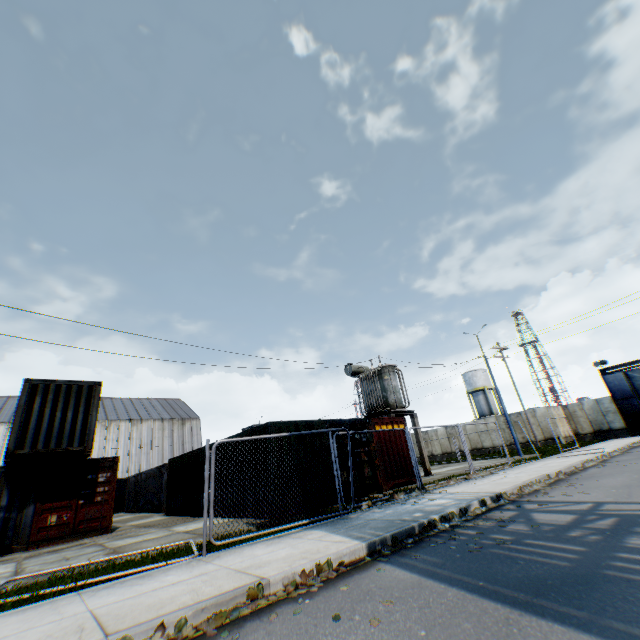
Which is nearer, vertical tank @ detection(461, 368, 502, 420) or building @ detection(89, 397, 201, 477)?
building @ detection(89, 397, 201, 477)

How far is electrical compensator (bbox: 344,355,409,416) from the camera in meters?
19.2

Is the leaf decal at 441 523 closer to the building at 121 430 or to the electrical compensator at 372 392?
the electrical compensator at 372 392

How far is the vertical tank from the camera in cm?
5153

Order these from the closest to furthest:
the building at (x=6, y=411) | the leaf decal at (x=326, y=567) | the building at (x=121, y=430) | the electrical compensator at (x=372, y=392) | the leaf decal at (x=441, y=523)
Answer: the leaf decal at (x=326, y=567) → the leaf decal at (x=441, y=523) → the electrical compensator at (x=372, y=392) → the building at (x=6, y=411) → the building at (x=121, y=430)

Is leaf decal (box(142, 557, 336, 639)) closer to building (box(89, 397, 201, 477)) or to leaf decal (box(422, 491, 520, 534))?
leaf decal (box(422, 491, 520, 534))

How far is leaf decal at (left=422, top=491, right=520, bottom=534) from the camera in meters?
6.6 m

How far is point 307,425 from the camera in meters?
12.3
